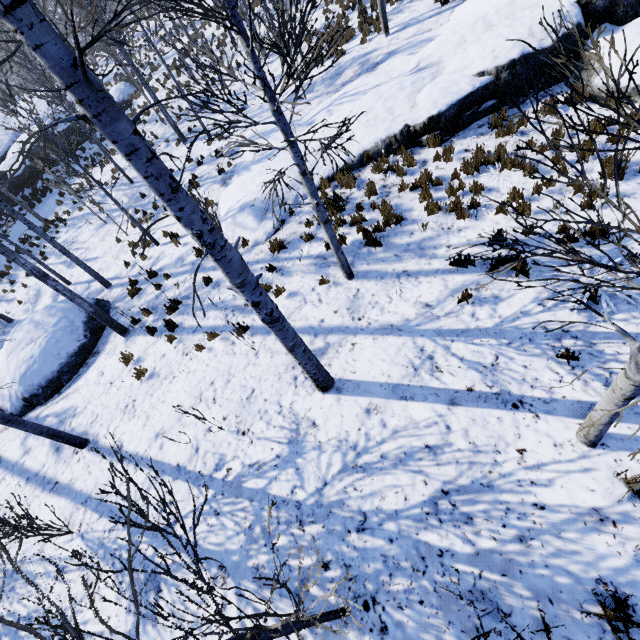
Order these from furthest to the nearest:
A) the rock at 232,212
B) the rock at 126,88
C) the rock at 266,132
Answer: the rock at 126,88 < the rock at 266,132 < the rock at 232,212

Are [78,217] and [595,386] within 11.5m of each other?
no

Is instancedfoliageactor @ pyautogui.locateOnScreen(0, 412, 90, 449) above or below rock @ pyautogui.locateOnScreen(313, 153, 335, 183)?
above

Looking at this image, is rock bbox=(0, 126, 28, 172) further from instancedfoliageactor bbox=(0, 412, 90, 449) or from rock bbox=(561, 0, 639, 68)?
rock bbox=(561, 0, 639, 68)

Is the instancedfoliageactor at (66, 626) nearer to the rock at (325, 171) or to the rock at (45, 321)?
the rock at (45, 321)

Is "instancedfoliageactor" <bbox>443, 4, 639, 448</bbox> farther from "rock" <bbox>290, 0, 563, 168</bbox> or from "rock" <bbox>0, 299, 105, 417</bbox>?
"rock" <bbox>290, 0, 563, 168</bbox>
